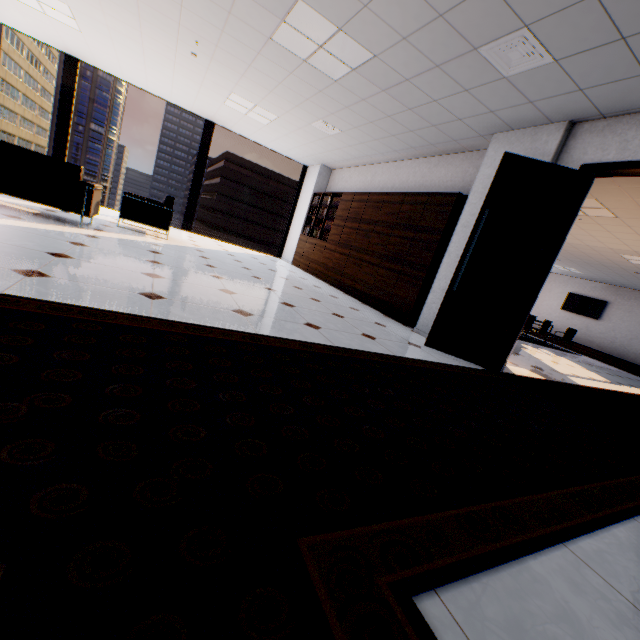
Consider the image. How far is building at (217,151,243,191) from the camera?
58.9 meters

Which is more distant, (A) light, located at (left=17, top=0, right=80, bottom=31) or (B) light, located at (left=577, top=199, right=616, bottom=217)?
(B) light, located at (left=577, top=199, right=616, bottom=217)

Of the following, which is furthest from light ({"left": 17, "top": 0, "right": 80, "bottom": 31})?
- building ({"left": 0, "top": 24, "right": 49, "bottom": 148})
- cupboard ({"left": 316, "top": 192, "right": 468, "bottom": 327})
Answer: building ({"left": 0, "top": 24, "right": 49, "bottom": 148})

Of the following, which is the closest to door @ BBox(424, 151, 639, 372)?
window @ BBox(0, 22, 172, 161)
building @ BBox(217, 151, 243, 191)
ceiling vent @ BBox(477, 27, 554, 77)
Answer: ceiling vent @ BBox(477, 27, 554, 77)

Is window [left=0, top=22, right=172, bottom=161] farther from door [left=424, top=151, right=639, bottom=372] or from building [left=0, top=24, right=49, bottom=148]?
building [left=0, top=24, right=49, bottom=148]

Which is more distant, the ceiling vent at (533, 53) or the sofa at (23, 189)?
the sofa at (23, 189)

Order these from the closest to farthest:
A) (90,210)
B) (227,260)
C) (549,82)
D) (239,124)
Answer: (549,82), (90,210), (227,260), (239,124)

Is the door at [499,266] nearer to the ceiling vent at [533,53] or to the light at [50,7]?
the ceiling vent at [533,53]
